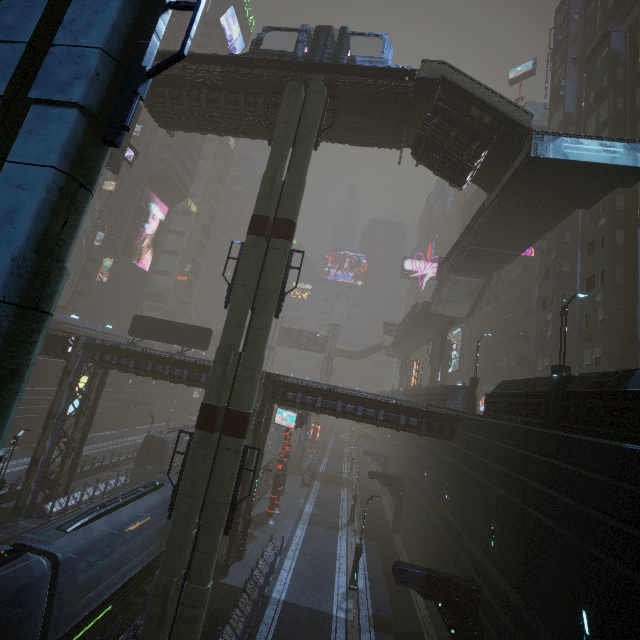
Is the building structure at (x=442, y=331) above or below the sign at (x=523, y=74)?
below

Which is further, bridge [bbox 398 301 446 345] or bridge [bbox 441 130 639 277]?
bridge [bbox 398 301 446 345]

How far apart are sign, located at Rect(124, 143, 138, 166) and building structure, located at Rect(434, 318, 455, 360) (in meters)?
36.24

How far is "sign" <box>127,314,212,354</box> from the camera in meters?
28.0

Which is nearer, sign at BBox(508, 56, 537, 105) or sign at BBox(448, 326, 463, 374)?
sign at BBox(508, 56, 537, 105)

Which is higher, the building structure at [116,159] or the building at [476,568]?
the building structure at [116,159]

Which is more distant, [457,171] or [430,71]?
[457,171]

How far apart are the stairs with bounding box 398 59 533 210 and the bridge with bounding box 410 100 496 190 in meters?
0.0
